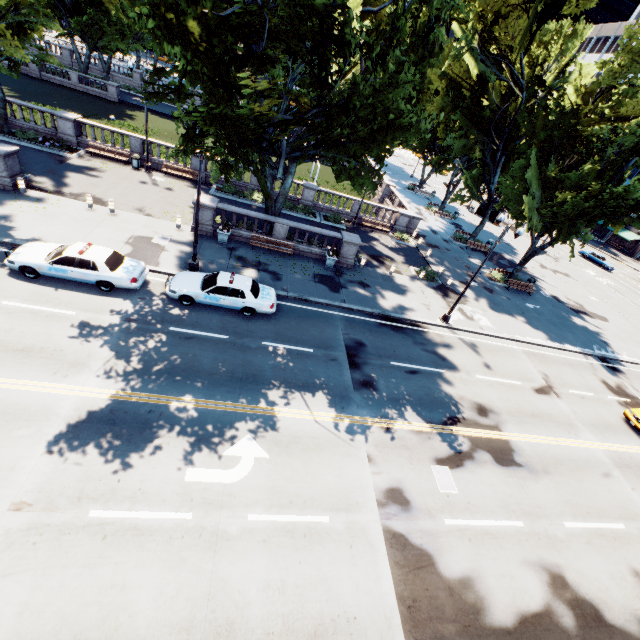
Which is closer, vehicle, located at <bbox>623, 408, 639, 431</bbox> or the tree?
the tree

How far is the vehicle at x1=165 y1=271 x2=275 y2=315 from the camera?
15.38m

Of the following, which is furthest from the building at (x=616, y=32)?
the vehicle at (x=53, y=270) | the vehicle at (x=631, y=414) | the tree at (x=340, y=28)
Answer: the vehicle at (x=53, y=270)

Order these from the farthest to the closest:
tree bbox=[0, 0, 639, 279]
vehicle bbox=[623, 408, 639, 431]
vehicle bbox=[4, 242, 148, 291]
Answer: vehicle bbox=[623, 408, 639, 431] < vehicle bbox=[4, 242, 148, 291] < tree bbox=[0, 0, 639, 279]

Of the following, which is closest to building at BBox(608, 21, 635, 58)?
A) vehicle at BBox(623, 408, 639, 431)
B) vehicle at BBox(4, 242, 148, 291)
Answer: vehicle at BBox(623, 408, 639, 431)

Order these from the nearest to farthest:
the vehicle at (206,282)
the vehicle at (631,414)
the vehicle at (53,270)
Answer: the vehicle at (53,270), the vehicle at (206,282), the vehicle at (631,414)

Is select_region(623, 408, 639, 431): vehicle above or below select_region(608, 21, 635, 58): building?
below

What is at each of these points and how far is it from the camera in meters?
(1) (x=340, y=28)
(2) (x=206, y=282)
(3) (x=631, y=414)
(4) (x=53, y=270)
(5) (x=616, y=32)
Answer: (1) tree, 12.4
(2) vehicle, 15.8
(3) vehicle, 18.8
(4) vehicle, 13.9
(5) building, 59.0
